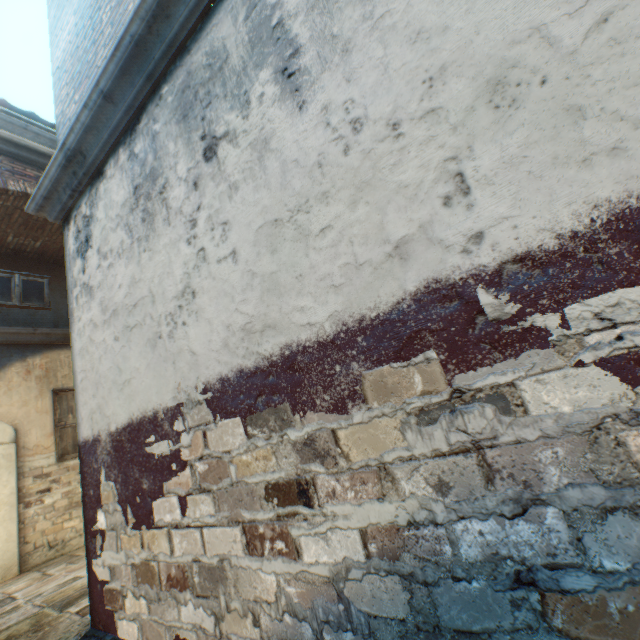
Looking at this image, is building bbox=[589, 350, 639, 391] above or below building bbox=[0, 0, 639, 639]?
below

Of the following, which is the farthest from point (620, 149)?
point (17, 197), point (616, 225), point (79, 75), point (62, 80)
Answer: point (17, 197)

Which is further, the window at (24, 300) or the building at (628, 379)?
the window at (24, 300)

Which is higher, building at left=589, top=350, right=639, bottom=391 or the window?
the window

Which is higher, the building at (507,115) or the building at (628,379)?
the building at (507,115)

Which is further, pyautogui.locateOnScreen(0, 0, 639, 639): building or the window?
the window
